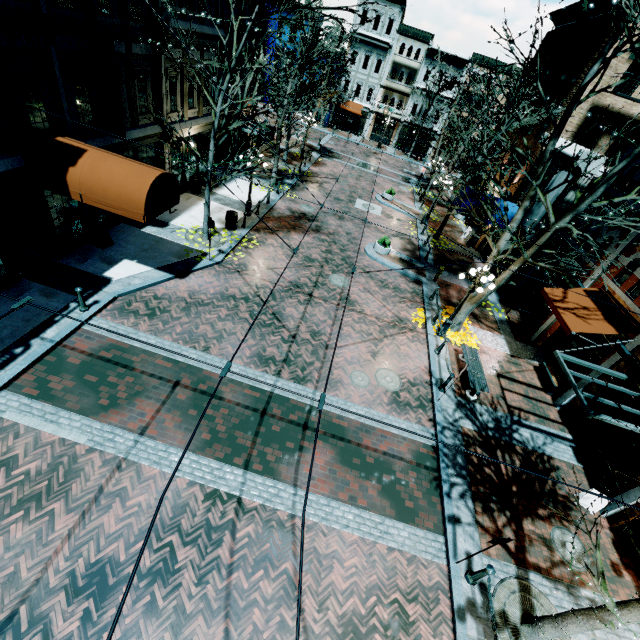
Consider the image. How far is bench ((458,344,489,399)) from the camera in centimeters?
1172cm

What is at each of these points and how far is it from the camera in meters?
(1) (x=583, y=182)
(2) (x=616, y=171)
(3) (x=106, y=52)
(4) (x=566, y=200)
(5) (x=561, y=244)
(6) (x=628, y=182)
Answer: (1) building, 15.2
(2) tree, 9.2
(3) banner, 10.1
(4) building, 15.8
(5) building, 16.5
(6) building, 14.0

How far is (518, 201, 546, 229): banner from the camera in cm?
1638

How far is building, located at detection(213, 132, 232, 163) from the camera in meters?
22.1

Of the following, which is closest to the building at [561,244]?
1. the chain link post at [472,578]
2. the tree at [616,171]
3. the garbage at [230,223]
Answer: the tree at [616,171]

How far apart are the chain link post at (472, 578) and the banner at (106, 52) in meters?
16.7 m

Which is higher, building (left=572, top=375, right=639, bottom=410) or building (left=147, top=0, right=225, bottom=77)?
building (left=147, top=0, right=225, bottom=77)

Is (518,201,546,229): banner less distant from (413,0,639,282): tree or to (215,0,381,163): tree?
(413,0,639,282): tree
